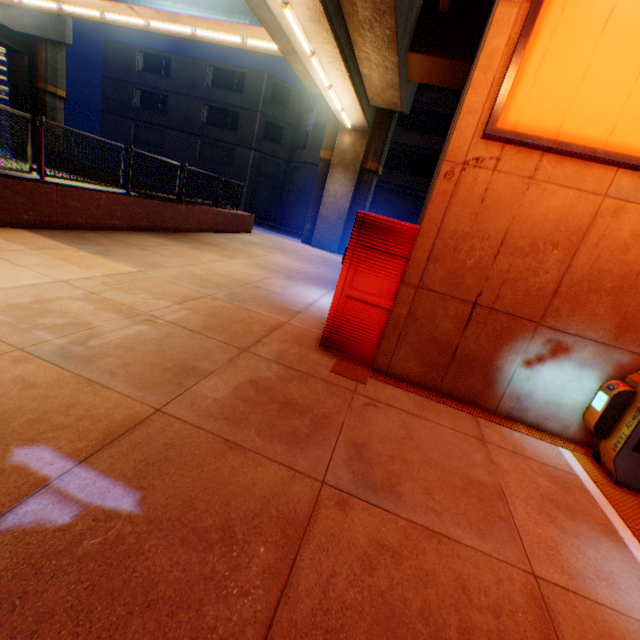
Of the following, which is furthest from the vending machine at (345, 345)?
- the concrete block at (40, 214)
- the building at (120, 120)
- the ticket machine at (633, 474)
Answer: the building at (120, 120)

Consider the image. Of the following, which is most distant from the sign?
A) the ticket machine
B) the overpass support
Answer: the overpass support

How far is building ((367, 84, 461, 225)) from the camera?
24.3 meters

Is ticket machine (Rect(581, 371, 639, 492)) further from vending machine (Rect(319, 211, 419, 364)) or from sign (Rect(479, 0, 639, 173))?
vending machine (Rect(319, 211, 419, 364))

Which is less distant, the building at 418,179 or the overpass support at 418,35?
the overpass support at 418,35

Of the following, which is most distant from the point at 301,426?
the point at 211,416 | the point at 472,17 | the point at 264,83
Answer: the point at 264,83

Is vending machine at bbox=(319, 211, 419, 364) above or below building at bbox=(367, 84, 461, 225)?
below
